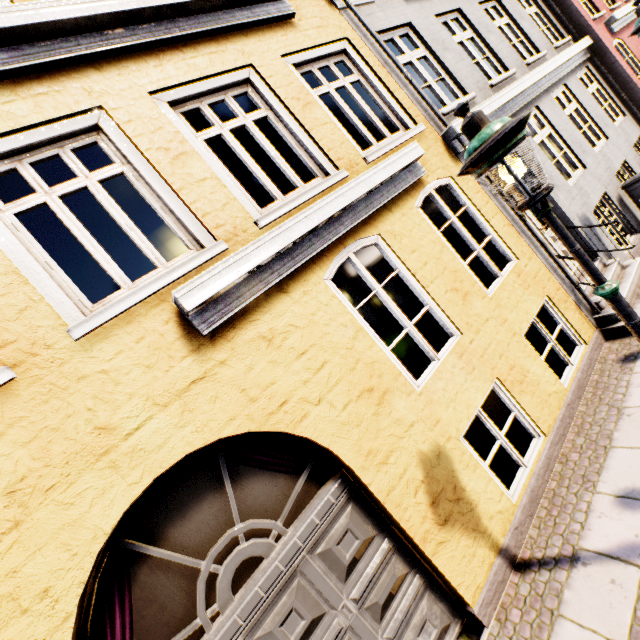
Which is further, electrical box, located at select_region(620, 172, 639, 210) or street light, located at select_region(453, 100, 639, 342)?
electrical box, located at select_region(620, 172, 639, 210)

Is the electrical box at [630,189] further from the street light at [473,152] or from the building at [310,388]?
the street light at [473,152]

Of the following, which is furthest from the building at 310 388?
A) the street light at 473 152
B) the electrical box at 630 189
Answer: the street light at 473 152

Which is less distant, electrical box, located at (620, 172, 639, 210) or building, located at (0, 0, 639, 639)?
building, located at (0, 0, 639, 639)

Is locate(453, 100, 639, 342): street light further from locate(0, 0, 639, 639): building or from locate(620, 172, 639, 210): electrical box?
locate(620, 172, 639, 210): electrical box

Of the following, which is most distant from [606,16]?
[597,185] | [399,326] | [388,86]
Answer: [399,326]

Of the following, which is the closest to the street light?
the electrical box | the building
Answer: the building
